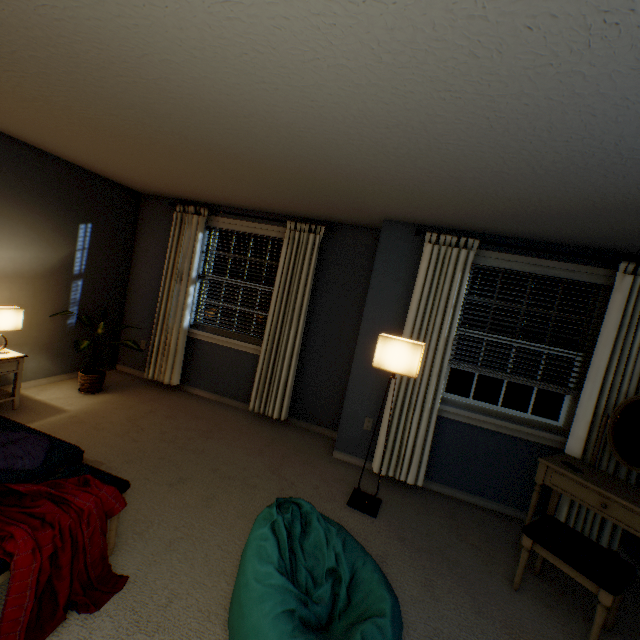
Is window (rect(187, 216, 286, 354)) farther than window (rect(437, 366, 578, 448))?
Yes

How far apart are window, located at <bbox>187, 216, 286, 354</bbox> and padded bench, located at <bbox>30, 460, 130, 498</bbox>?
2.3m

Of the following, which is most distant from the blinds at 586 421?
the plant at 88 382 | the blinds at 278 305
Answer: the plant at 88 382

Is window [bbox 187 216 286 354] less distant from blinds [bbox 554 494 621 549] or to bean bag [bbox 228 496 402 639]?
blinds [bbox 554 494 621 549]

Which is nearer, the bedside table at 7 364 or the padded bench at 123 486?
the padded bench at 123 486

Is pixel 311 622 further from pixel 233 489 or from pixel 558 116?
pixel 558 116

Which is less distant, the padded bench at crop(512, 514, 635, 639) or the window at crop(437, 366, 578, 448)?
the padded bench at crop(512, 514, 635, 639)

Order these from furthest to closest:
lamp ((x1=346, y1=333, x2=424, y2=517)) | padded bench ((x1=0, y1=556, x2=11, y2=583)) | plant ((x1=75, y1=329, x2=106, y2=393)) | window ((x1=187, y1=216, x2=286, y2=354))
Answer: window ((x1=187, y1=216, x2=286, y2=354))
plant ((x1=75, y1=329, x2=106, y2=393))
lamp ((x1=346, y1=333, x2=424, y2=517))
padded bench ((x1=0, y1=556, x2=11, y2=583))
